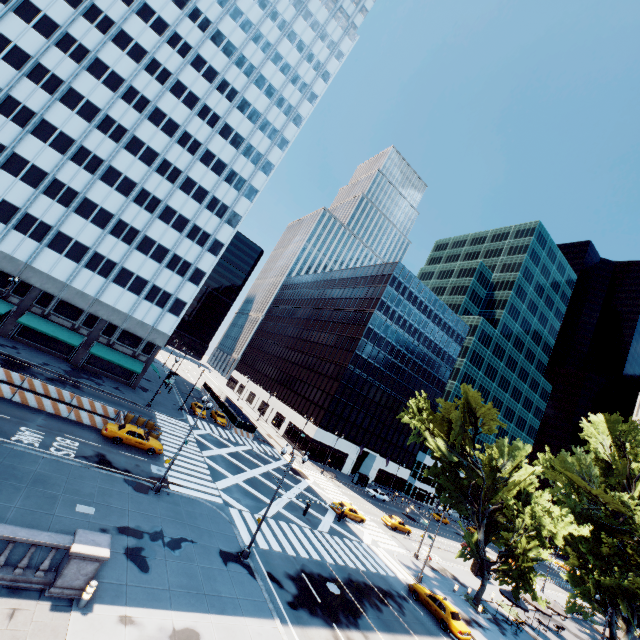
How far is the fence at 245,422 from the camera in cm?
5278

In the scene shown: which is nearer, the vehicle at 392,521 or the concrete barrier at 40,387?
the concrete barrier at 40,387

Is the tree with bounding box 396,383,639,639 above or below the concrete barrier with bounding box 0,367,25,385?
above

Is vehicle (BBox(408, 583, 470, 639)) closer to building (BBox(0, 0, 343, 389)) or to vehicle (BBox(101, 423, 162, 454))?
vehicle (BBox(101, 423, 162, 454))

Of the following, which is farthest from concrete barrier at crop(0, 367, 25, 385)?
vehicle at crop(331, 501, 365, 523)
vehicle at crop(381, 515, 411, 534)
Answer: vehicle at crop(381, 515, 411, 534)

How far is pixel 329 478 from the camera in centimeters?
5544cm

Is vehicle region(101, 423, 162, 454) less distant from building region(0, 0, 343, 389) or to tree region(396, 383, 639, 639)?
building region(0, 0, 343, 389)

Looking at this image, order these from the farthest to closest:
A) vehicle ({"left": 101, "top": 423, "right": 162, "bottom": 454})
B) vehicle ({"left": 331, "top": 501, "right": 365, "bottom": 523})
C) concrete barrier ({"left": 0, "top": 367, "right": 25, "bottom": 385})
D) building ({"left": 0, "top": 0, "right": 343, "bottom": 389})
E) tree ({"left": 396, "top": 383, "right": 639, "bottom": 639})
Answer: building ({"left": 0, "top": 0, "right": 343, "bottom": 389}), vehicle ({"left": 331, "top": 501, "right": 365, "bottom": 523}), tree ({"left": 396, "top": 383, "right": 639, "bottom": 639}), concrete barrier ({"left": 0, "top": 367, "right": 25, "bottom": 385}), vehicle ({"left": 101, "top": 423, "right": 162, "bottom": 454})
